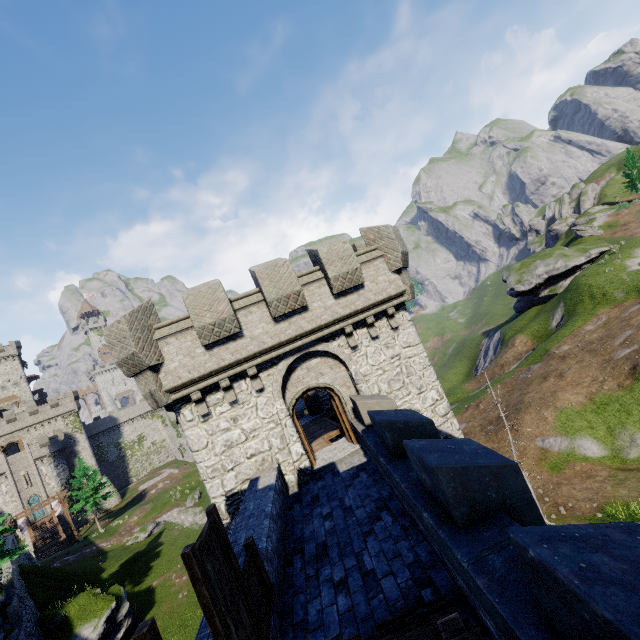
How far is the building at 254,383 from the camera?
10.7m

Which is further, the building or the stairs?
the building

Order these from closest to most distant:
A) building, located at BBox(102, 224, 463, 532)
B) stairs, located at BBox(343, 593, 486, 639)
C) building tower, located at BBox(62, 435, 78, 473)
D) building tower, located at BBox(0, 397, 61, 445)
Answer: stairs, located at BBox(343, 593, 486, 639) < building, located at BBox(102, 224, 463, 532) < building tower, located at BBox(0, 397, 61, 445) < building tower, located at BBox(62, 435, 78, 473)

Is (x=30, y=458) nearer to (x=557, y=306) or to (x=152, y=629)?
(x=152, y=629)

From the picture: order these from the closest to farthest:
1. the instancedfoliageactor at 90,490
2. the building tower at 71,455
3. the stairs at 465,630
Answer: the stairs at 465,630, the instancedfoliageactor at 90,490, the building tower at 71,455

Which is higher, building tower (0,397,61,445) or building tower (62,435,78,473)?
building tower (0,397,61,445)

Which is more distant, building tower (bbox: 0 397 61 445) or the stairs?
building tower (bbox: 0 397 61 445)

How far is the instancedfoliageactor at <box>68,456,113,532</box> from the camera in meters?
46.8 m
